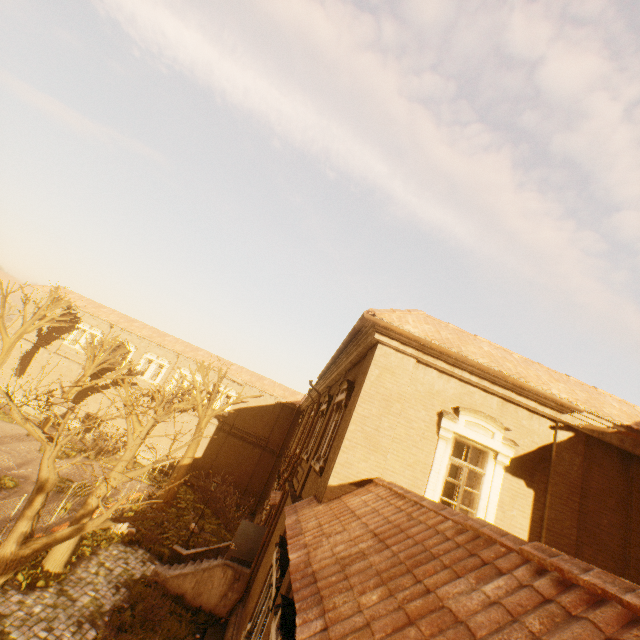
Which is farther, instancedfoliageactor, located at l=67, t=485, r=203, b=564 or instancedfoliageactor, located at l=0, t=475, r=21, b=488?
instancedfoliageactor, located at l=0, t=475, r=21, b=488

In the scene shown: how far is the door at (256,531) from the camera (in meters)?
14.44

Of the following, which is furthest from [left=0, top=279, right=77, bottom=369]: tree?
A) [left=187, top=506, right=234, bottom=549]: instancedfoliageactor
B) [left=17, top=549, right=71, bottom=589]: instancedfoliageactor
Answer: [left=187, top=506, right=234, bottom=549]: instancedfoliageactor

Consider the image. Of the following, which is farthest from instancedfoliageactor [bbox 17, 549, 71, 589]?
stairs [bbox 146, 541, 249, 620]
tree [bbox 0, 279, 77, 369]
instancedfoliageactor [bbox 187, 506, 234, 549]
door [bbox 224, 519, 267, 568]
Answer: instancedfoliageactor [bbox 187, 506, 234, 549]

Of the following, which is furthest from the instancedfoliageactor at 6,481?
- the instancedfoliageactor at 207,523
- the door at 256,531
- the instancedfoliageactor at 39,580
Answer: the door at 256,531

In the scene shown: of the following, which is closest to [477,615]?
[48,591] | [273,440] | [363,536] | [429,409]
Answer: [363,536]

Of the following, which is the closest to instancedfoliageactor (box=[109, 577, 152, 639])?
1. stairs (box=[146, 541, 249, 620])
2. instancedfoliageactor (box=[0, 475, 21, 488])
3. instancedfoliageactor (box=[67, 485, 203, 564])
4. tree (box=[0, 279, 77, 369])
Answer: stairs (box=[146, 541, 249, 620])

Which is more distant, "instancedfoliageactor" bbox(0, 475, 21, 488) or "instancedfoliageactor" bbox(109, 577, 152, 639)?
"instancedfoliageactor" bbox(0, 475, 21, 488)
